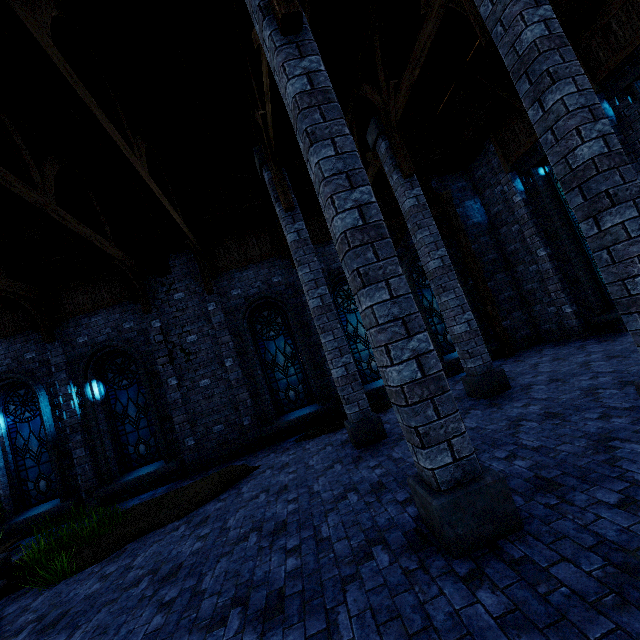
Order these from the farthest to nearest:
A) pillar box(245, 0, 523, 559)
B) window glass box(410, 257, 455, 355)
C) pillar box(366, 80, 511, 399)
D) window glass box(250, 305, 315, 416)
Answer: window glass box(410, 257, 455, 355) < window glass box(250, 305, 315, 416) < pillar box(366, 80, 511, 399) < pillar box(245, 0, 523, 559)

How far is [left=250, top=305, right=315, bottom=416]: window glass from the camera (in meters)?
10.81

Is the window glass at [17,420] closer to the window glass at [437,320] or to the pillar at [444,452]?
the pillar at [444,452]

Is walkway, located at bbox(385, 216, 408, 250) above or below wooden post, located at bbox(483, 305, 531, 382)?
above

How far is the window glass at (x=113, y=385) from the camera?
10.1m

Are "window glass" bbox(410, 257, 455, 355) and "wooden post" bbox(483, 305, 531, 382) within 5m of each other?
yes

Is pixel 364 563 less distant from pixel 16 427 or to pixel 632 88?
pixel 632 88

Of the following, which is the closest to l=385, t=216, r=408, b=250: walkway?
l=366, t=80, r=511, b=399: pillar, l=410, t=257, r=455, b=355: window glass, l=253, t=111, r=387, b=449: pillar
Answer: l=410, t=257, r=455, b=355: window glass
